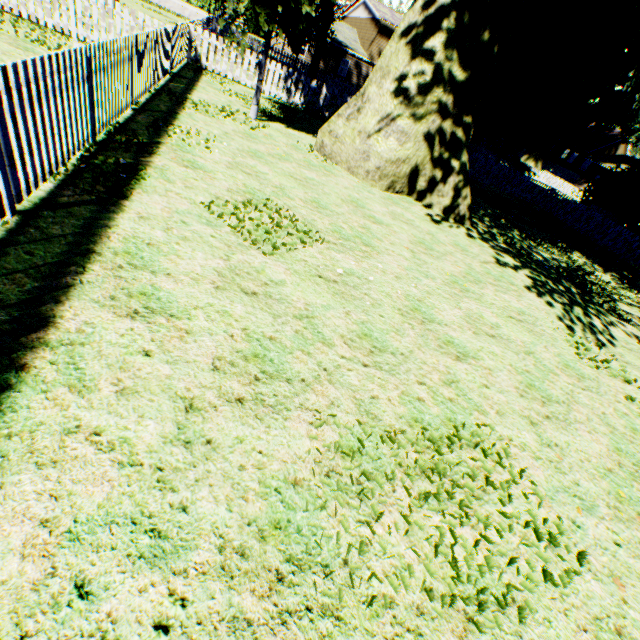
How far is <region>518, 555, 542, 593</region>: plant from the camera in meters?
2.4 m

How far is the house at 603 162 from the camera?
41.06m

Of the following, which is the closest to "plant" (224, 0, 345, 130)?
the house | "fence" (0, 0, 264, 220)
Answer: "fence" (0, 0, 264, 220)

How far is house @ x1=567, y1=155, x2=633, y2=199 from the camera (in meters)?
41.06

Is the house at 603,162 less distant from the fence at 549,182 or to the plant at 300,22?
the fence at 549,182

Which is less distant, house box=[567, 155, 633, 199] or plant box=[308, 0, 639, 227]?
plant box=[308, 0, 639, 227]

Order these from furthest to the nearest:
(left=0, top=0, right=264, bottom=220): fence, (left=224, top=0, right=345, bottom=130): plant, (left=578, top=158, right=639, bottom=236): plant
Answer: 1. (left=578, top=158, right=639, bottom=236): plant
2. (left=224, top=0, right=345, bottom=130): plant
3. (left=0, top=0, right=264, bottom=220): fence

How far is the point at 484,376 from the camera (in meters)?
4.38
